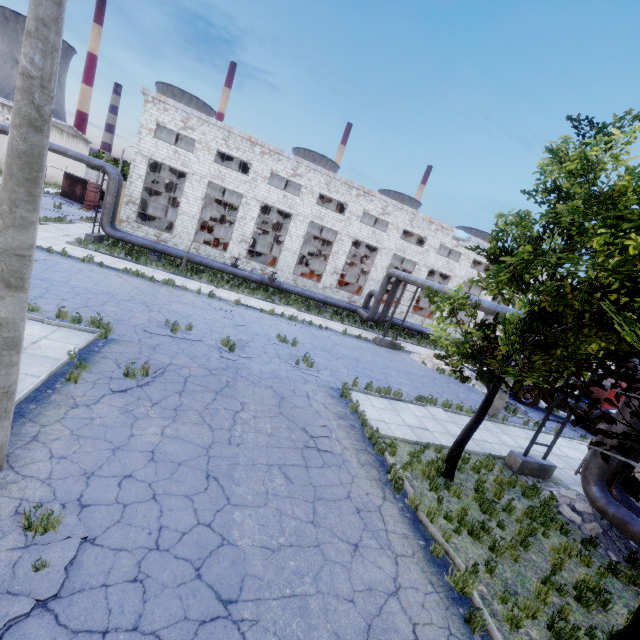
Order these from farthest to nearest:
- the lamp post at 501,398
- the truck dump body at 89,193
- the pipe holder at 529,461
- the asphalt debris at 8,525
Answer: the truck dump body at 89,193 < the lamp post at 501,398 < the pipe holder at 529,461 < the asphalt debris at 8,525

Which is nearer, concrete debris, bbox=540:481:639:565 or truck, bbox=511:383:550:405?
concrete debris, bbox=540:481:639:565

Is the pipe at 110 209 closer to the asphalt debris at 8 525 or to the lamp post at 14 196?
the lamp post at 14 196

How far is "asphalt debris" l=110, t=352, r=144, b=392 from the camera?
8.1m

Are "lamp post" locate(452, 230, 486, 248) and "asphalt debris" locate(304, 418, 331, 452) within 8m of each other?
no

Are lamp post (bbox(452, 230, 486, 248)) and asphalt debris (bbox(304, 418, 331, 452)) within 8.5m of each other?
no

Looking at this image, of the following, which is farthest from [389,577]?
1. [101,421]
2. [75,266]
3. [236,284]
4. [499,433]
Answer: [236,284]

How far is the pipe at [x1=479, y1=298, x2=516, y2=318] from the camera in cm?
1371
